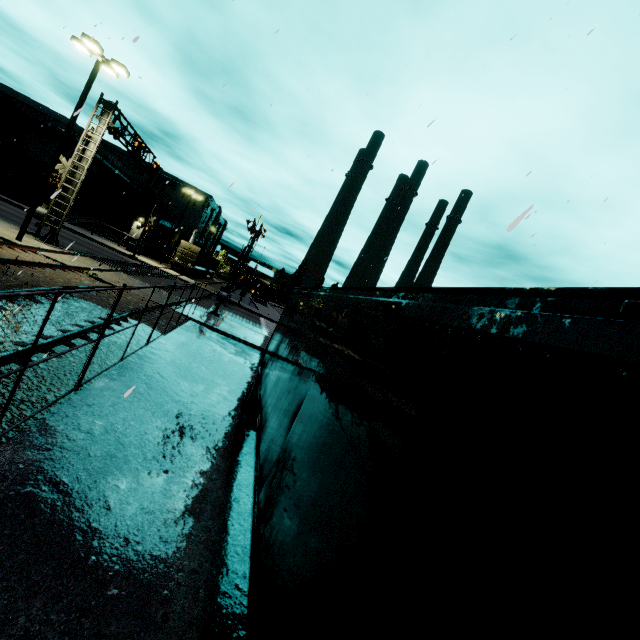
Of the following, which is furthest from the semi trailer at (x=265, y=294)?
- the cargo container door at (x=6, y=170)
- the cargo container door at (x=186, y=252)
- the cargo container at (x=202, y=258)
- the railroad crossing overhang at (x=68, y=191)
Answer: the cargo container door at (x=6, y=170)

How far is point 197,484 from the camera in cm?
554

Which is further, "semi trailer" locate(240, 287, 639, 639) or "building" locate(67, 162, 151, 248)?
"building" locate(67, 162, 151, 248)

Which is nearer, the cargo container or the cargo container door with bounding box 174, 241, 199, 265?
the cargo container door with bounding box 174, 241, 199, 265

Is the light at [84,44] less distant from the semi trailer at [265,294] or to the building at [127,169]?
the semi trailer at [265,294]

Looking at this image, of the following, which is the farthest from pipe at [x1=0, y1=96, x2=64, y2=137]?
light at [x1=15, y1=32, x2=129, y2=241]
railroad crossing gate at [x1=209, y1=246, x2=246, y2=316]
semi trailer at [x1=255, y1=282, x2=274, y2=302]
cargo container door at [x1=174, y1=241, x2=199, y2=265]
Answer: railroad crossing gate at [x1=209, y1=246, x2=246, y2=316]

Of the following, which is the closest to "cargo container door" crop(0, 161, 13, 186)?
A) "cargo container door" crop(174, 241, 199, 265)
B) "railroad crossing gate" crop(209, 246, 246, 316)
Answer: "cargo container door" crop(174, 241, 199, 265)

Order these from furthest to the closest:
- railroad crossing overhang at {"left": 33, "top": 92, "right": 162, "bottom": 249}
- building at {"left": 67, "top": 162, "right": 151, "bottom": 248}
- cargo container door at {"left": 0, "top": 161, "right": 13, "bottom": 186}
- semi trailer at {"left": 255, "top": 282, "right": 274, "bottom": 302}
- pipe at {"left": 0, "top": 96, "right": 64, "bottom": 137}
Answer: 1. semi trailer at {"left": 255, "top": 282, "right": 274, "bottom": 302}
2. building at {"left": 67, "top": 162, "right": 151, "bottom": 248}
3. pipe at {"left": 0, "top": 96, "right": 64, "bottom": 137}
4. cargo container door at {"left": 0, "top": 161, "right": 13, "bottom": 186}
5. railroad crossing overhang at {"left": 33, "top": 92, "right": 162, "bottom": 249}
